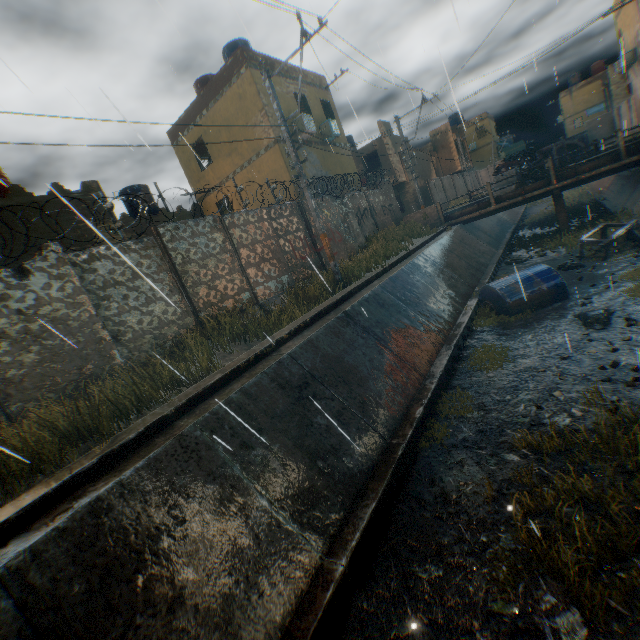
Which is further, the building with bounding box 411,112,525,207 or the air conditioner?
the building with bounding box 411,112,525,207

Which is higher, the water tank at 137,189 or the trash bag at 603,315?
the water tank at 137,189

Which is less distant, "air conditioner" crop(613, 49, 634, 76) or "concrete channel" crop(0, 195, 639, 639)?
"concrete channel" crop(0, 195, 639, 639)

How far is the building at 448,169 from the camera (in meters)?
31.34

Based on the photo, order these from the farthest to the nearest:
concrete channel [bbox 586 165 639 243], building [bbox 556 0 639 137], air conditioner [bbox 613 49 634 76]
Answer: air conditioner [bbox 613 49 634 76] < building [bbox 556 0 639 137] < concrete channel [bbox 586 165 639 243]

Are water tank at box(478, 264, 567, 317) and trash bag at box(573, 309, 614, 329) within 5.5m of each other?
yes

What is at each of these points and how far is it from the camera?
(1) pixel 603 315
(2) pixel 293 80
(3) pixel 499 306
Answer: (1) trash bag, 7.44m
(2) building, 16.47m
(3) water tank, 9.70m

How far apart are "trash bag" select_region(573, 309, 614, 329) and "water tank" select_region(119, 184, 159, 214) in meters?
20.0 m
